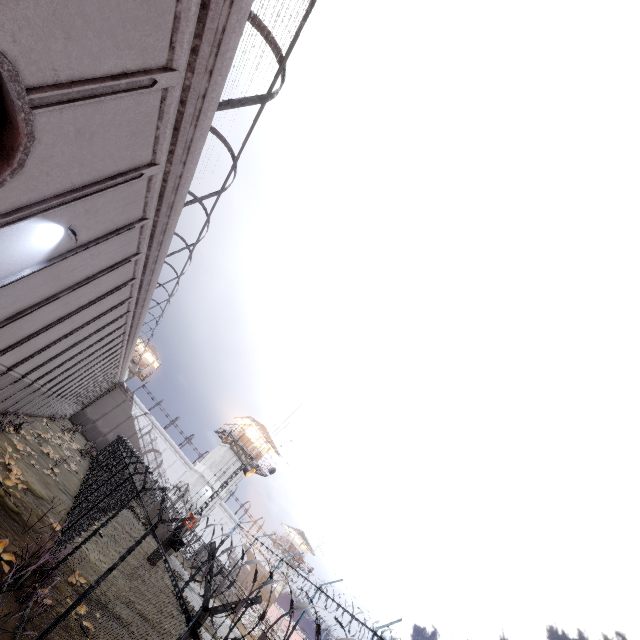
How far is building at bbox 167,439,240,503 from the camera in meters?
35.1

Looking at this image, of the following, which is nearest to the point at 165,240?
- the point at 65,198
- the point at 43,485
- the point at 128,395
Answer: the point at 65,198

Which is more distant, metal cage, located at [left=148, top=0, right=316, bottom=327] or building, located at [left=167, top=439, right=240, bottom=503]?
building, located at [left=167, top=439, right=240, bottom=503]

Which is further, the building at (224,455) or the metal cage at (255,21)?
the building at (224,455)

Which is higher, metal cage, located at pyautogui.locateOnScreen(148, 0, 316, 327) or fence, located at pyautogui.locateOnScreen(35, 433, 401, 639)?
metal cage, located at pyautogui.locateOnScreen(148, 0, 316, 327)

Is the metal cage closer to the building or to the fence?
the fence

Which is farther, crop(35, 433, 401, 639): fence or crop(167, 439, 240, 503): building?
crop(167, 439, 240, 503): building

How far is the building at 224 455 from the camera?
35.1m
